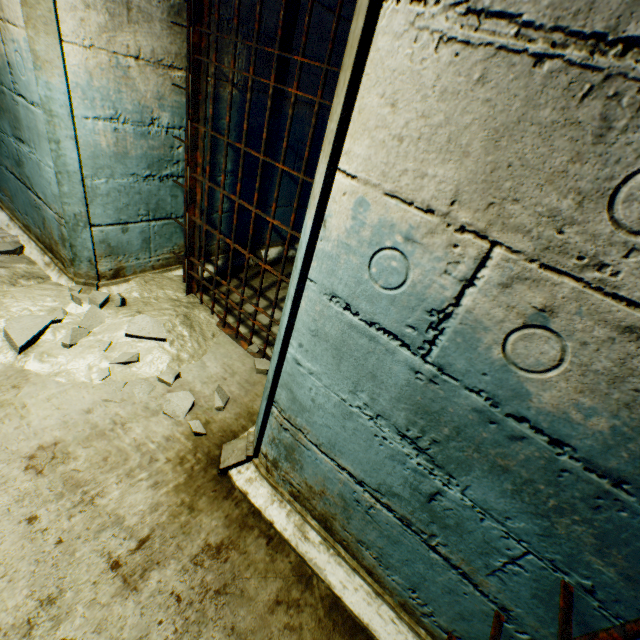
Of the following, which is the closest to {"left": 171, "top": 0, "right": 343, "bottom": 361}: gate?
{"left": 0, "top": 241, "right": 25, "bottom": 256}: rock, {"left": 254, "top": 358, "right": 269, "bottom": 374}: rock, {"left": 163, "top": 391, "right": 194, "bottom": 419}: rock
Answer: {"left": 254, "top": 358, "right": 269, "bottom": 374}: rock

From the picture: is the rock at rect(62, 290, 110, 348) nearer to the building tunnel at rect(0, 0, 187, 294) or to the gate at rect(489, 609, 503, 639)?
the building tunnel at rect(0, 0, 187, 294)

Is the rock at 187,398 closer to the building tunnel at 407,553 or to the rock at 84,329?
the building tunnel at 407,553

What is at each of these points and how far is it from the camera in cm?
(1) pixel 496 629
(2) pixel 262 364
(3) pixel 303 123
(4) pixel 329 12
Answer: (1) gate, 97
(2) rock, 232
(3) building tunnel, 309
(4) building tunnel, 264

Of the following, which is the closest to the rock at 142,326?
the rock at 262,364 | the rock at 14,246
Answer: the rock at 262,364

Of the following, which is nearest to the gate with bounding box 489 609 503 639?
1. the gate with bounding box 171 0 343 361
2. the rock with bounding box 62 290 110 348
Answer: the gate with bounding box 171 0 343 361

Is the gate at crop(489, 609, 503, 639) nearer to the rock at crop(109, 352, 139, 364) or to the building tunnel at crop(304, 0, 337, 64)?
the building tunnel at crop(304, 0, 337, 64)

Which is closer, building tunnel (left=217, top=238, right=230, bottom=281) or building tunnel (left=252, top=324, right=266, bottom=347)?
building tunnel (left=252, top=324, right=266, bottom=347)
